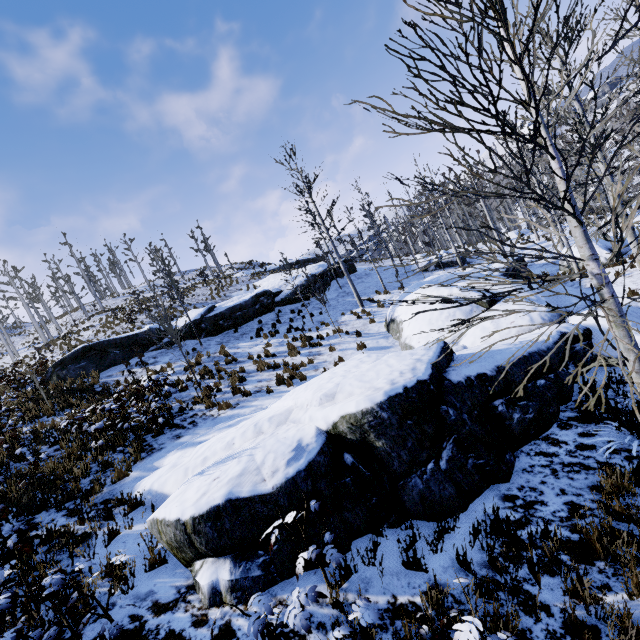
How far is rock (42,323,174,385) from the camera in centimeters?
1562cm

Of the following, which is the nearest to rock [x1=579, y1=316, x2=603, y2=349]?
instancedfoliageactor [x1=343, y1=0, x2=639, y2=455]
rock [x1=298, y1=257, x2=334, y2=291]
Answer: instancedfoliageactor [x1=343, y1=0, x2=639, y2=455]

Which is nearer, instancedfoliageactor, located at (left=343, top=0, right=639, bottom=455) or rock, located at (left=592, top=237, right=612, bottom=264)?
instancedfoliageactor, located at (left=343, top=0, right=639, bottom=455)

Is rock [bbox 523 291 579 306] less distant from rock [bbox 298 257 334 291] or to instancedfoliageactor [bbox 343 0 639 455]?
instancedfoliageactor [bbox 343 0 639 455]

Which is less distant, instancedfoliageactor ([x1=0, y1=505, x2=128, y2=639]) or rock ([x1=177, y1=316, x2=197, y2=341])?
instancedfoliageactor ([x1=0, y1=505, x2=128, y2=639])

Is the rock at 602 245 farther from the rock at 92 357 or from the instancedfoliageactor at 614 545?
the rock at 92 357

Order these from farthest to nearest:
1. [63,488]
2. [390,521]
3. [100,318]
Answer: [100,318]
[63,488]
[390,521]
